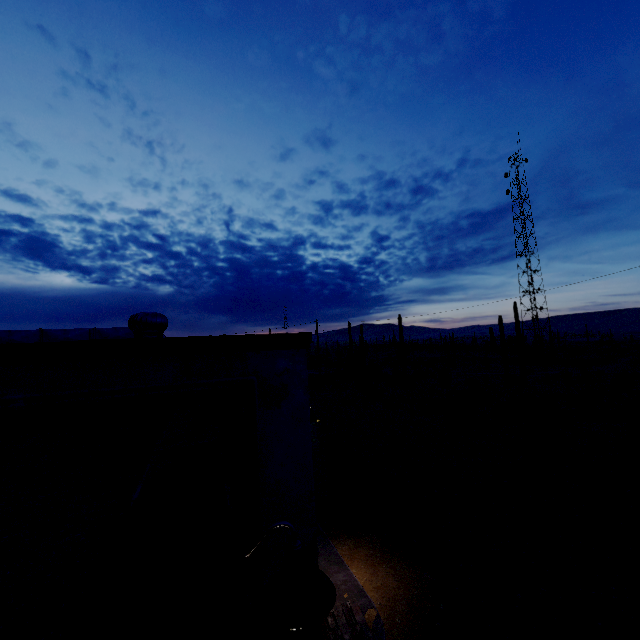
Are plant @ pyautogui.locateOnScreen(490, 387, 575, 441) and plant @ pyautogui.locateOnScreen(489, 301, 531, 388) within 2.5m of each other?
no

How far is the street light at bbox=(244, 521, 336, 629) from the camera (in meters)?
1.72

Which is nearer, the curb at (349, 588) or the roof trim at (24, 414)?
the roof trim at (24, 414)

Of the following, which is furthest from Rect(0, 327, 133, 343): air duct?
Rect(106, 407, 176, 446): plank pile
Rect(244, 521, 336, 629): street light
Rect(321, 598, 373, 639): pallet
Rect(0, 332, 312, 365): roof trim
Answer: Rect(244, 521, 336, 629): street light

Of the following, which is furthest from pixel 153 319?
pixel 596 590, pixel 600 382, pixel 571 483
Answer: pixel 600 382

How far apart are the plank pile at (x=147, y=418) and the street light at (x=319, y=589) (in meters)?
1.11

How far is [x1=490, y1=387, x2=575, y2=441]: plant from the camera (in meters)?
14.23

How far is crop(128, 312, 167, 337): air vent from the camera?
5.3m
